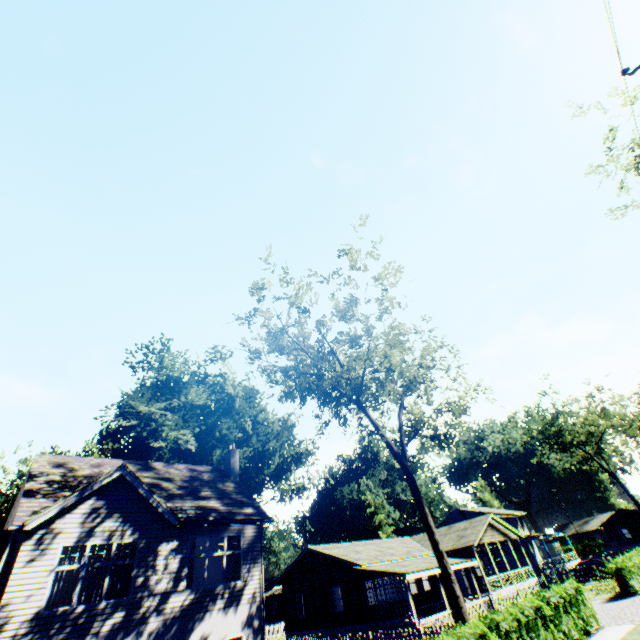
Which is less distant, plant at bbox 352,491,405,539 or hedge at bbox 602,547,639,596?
hedge at bbox 602,547,639,596

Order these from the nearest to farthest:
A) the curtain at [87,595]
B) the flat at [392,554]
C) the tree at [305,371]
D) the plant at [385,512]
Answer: the curtain at [87,595] → the tree at [305,371] → the flat at [392,554] → the plant at [385,512]

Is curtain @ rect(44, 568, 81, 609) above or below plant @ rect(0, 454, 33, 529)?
below

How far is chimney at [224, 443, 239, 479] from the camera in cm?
2211

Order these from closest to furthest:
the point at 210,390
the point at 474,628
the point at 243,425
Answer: the point at 474,628 < the point at 210,390 < the point at 243,425

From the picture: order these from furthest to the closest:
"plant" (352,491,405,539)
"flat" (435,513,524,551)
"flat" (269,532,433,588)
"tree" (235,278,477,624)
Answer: "plant" (352,491,405,539) → "flat" (435,513,524,551) → "flat" (269,532,433,588) → "tree" (235,278,477,624)

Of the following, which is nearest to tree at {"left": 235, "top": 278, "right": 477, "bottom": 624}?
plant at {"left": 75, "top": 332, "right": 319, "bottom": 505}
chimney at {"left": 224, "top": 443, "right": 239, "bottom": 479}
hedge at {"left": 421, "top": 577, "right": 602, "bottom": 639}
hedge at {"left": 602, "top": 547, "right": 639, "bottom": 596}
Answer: hedge at {"left": 421, "top": 577, "right": 602, "bottom": 639}

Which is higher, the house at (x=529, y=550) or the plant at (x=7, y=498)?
the plant at (x=7, y=498)
